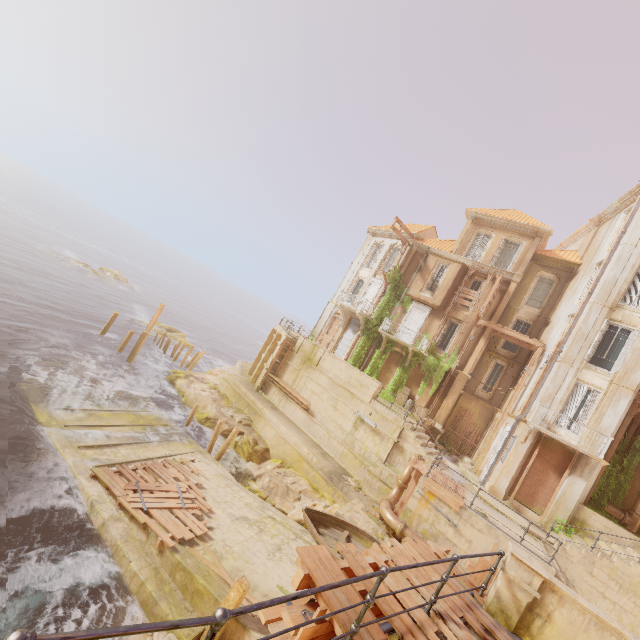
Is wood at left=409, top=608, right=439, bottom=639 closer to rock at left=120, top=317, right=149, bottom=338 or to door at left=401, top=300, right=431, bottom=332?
door at left=401, top=300, right=431, bottom=332

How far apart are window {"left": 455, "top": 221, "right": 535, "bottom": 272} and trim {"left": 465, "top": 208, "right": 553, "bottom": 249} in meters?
0.0 m

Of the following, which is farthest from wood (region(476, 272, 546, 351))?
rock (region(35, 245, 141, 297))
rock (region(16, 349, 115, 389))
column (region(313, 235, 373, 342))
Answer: rock (region(35, 245, 141, 297))

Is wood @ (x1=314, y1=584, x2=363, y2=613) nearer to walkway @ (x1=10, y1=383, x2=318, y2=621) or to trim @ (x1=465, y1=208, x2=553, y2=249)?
walkway @ (x1=10, y1=383, x2=318, y2=621)

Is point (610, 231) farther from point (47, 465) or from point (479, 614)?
point (47, 465)

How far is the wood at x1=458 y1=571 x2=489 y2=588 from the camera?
6.28m

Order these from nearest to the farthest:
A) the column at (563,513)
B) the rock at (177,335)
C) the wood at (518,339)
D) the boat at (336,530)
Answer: the boat at (336,530) → the column at (563,513) → the wood at (518,339) → the rock at (177,335)

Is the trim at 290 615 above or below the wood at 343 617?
below
